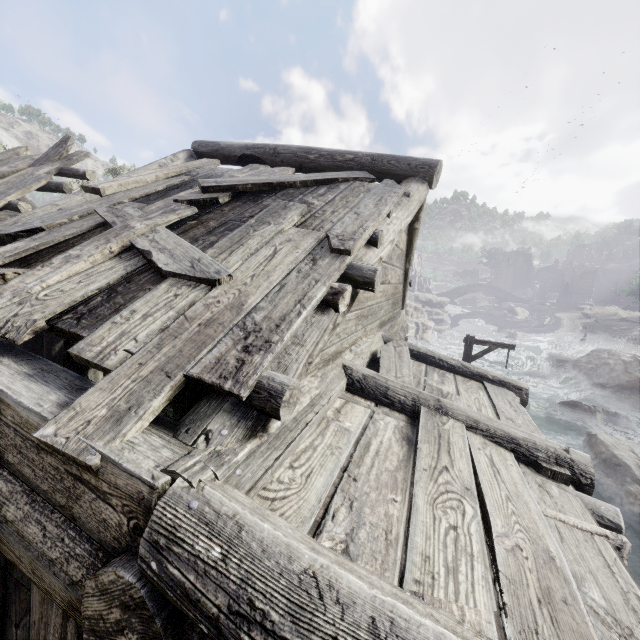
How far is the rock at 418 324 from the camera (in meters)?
35.09

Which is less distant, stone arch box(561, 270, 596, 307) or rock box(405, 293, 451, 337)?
rock box(405, 293, 451, 337)

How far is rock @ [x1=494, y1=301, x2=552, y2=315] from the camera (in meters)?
53.88

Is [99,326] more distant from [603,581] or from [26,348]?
[26,348]

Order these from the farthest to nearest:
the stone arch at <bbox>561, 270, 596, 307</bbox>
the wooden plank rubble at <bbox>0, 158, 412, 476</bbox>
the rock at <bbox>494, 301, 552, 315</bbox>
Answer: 1. the rock at <bbox>494, 301, 552, 315</bbox>
2. the stone arch at <bbox>561, 270, 596, 307</bbox>
3. the wooden plank rubble at <bbox>0, 158, 412, 476</bbox>

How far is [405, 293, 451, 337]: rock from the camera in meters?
35.1 m

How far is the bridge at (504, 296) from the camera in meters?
58.4 m

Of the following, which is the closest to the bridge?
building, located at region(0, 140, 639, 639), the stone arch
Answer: the stone arch
